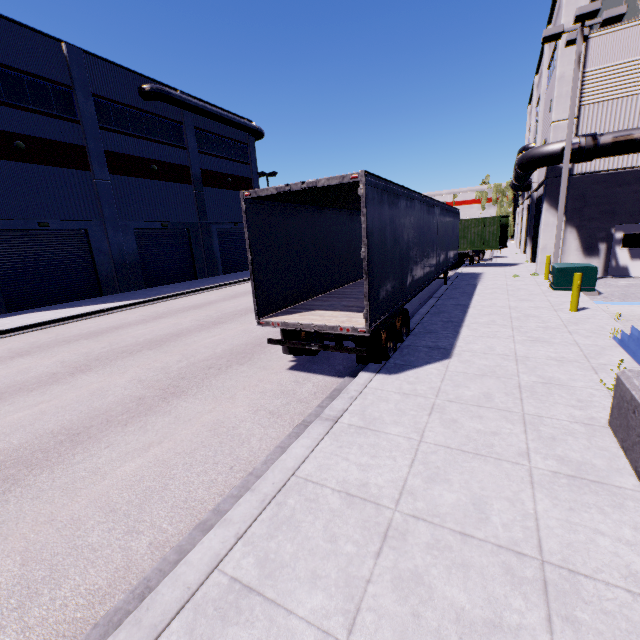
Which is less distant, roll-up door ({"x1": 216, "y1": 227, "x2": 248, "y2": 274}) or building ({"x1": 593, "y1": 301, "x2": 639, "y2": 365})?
building ({"x1": 593, "y1": 301, "x2": 639, "y2": 365})

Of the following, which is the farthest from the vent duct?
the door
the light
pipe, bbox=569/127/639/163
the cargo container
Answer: the door

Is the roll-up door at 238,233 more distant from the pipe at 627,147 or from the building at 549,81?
the pipe at 627,147

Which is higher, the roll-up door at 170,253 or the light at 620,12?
the light at 620,12

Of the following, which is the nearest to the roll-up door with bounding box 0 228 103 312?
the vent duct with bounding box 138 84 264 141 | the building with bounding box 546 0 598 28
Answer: the building with bounding box 546 0 598 28

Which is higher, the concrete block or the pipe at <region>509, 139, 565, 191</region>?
the pipe at <region>509, 139, 565, 191</region>

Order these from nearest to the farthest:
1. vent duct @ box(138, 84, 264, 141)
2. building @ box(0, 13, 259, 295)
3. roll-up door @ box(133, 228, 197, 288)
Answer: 1. building @ box(0, 13, 259, 295)
2. vent duct @ box(138, 84, 264, 141)
3. roll-up door @ box(133, 228, 197, 288)

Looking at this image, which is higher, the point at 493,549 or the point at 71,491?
the point at 493,549
